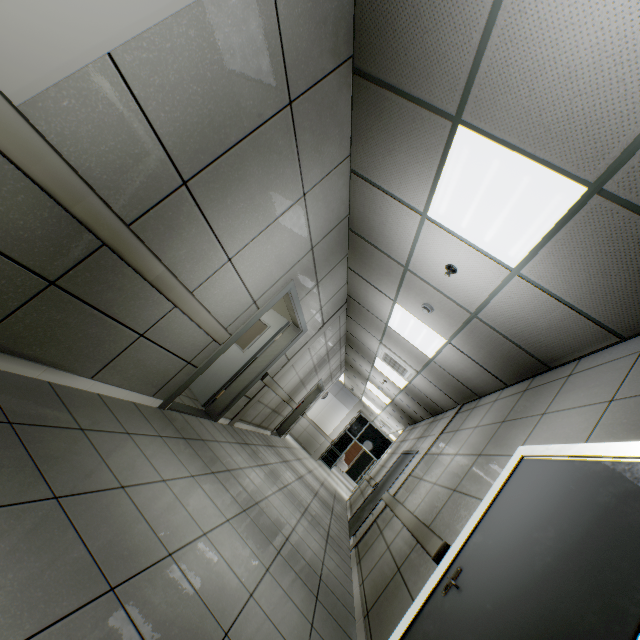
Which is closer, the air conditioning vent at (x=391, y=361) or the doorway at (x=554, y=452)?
the doorway at (x=554, y=452)

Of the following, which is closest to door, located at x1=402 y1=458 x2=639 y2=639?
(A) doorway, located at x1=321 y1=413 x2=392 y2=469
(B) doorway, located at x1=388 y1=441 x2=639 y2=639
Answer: (B) doorway, located at x1=388 y1=441 x2=639 y2=639

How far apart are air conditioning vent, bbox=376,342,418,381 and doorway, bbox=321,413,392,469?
10.9 meters

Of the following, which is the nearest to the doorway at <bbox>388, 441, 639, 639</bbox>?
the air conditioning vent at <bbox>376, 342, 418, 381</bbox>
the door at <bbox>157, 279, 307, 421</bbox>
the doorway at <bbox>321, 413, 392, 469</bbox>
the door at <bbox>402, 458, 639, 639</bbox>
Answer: the door at <bbox>402, 458, 639, 639</bbox>

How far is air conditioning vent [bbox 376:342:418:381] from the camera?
6.7m

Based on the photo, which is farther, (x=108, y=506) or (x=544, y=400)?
(x=544, y=400)

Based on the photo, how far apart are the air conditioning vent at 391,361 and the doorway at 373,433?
10.9 meters

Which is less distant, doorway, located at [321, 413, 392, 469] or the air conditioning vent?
the air conditioning vent
